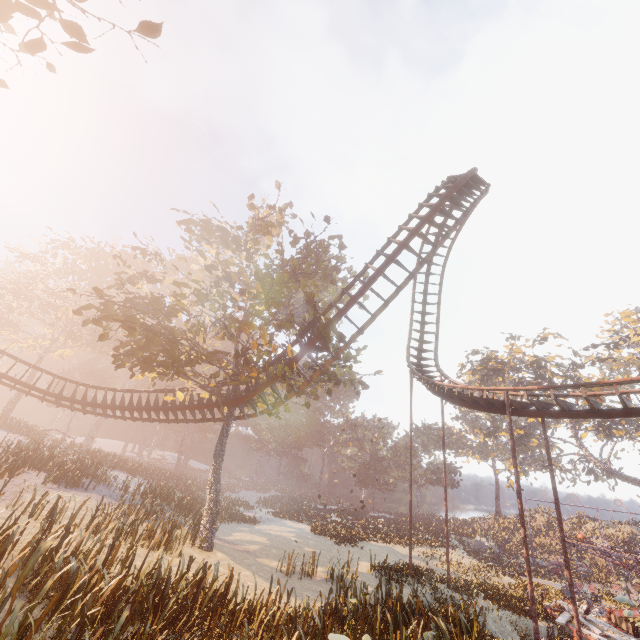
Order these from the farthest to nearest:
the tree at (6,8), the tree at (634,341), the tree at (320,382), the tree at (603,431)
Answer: the tree at (634,341), the tree at (603,431), the tree at (320,382), the tree at (6,8)

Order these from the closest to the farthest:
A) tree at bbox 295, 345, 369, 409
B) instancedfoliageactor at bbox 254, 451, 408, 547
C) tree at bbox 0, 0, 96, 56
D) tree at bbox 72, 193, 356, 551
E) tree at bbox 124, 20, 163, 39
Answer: tree at bbox 0, 0, 96, 56
tree at bbox 124, 20, 163, 39
tree at bbox 72, 193, 356, 551
tree at bbox 295, 345, 369, 409
instancedfoliageactor at bbox 254, 451, 408, 547

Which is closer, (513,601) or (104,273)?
(513,601)

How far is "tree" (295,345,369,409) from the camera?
17.42m

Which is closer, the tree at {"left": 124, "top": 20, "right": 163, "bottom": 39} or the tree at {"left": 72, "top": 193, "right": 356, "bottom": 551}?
the tree at {"left": 124, "top": 20, "right": 163, "bottom": 39}

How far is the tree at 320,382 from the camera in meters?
17.4

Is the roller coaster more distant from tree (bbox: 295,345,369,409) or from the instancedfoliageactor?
the instancedfoliageactor
